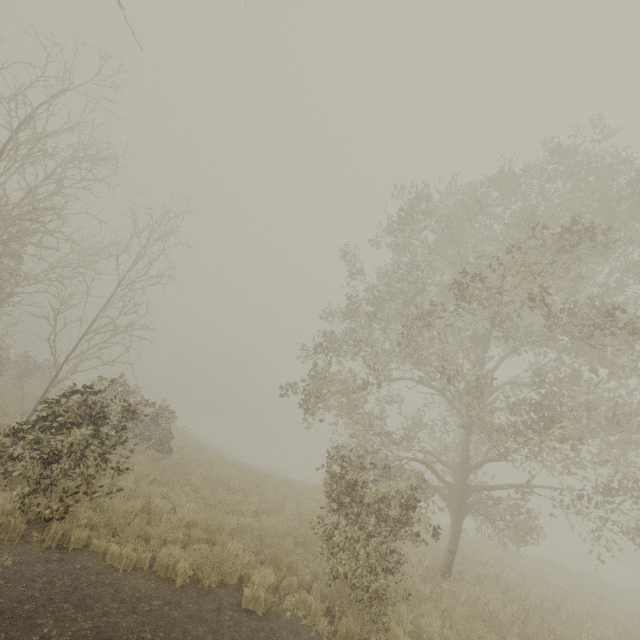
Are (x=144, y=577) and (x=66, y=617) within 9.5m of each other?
yes
